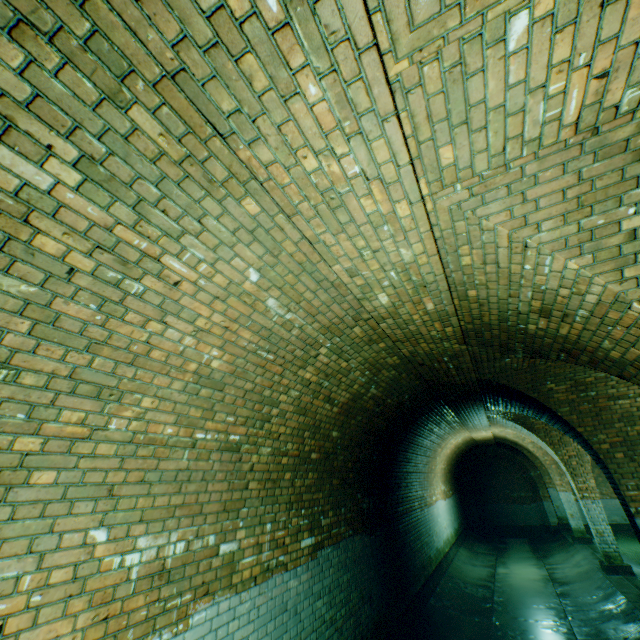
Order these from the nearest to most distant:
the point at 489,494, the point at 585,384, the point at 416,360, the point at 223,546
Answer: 1. the point at 223,546
2. the point at 416,360
3. the point at 585,384
4. the point at 489,494

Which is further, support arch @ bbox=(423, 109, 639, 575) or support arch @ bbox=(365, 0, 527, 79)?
support arch @ bbox=(423, 109, 639, 575)

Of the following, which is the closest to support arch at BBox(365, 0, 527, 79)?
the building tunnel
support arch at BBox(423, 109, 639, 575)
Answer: the building tunnel

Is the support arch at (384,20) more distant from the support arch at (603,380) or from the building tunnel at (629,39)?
the support arch at (603,380)

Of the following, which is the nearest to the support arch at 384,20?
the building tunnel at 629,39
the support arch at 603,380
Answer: the building tunnel at 629,39

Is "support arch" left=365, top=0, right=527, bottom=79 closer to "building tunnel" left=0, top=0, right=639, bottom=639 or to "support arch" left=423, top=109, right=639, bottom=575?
"building tunnel" left=0, top=0, right=639, bottom=639
